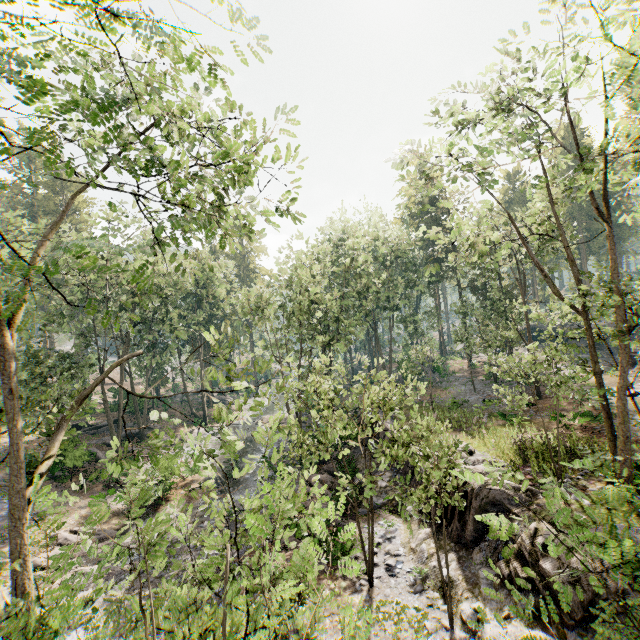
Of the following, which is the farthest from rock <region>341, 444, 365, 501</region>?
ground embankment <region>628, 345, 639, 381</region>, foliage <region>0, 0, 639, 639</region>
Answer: ground embankment <region>628, 345, 639, 381</region>

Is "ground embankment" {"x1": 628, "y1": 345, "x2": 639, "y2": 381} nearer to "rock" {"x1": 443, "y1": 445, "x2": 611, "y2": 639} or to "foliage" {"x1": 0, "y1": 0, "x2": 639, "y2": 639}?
"foliage" {"x1": 0, "y1": 0, "x2": 639, "y2": 639}

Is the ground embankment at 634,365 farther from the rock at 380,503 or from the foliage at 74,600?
the rock at 380,503

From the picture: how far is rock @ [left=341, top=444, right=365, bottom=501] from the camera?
19.0 meters

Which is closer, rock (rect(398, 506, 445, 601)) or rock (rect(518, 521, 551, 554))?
rock (rect(518, 521, 551, 554))

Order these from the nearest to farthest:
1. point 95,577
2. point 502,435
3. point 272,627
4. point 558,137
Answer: point 95,577 → point 272,627 → point 502,435 → point 558,137

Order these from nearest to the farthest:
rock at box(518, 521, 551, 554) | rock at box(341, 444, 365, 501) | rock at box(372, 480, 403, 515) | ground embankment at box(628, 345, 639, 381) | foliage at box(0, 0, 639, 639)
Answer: foliage at box(0, 0, 639, 639), rock at box(518, 521, 551, 554), rock at box(372, 480, 403, 515), rock at box(341, 444, 365, 501), ground embankment at box(628, 345, 639, 381)

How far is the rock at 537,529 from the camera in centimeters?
1009cm
